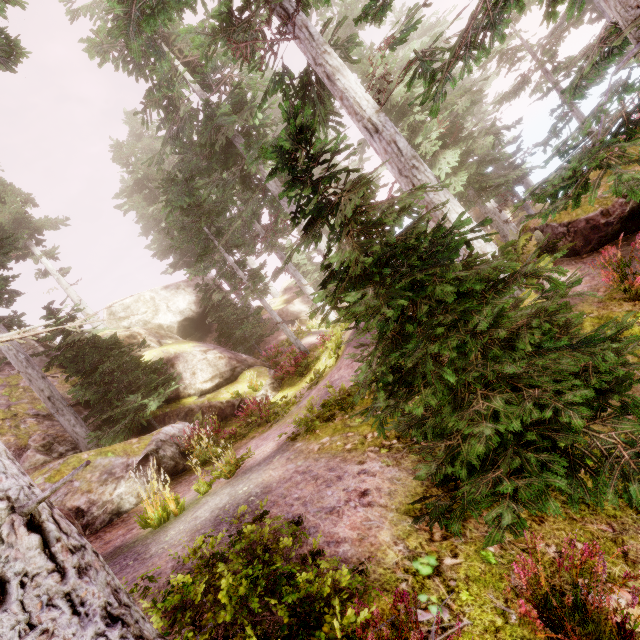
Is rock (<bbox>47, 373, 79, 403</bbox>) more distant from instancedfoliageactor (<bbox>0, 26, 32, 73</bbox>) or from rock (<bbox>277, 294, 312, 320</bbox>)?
rock (<bbox>277, 294, 312, 320</bbox>)

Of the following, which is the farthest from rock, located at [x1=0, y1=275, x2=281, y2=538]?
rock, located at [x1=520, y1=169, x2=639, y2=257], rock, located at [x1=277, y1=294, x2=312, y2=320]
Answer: rock, located at [x1=520, y1=169, x2=639, y2=257]

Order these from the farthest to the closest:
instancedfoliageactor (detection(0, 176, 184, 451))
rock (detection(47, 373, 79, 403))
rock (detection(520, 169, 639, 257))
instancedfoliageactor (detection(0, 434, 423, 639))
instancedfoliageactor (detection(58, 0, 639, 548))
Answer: rock (detection(47, 373, 79, 403)) < instancedfoliageactor (detection(0, 176, 184, 451)) < rock (detection(520, 169, 639, 257)) < instancedfoliageactor (detection(58, 0, 639, 548)) < instancedfoliageactor (detection(0, 434, 423, 639))

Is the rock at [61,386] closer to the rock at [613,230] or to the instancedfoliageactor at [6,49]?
the instancedfoliageactor at [6,49]

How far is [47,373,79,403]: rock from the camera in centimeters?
1470cm

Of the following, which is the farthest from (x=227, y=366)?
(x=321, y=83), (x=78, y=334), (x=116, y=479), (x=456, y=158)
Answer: (x=456, y=158)

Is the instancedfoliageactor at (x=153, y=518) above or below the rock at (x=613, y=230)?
above

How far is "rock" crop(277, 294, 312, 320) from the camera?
26.4m
